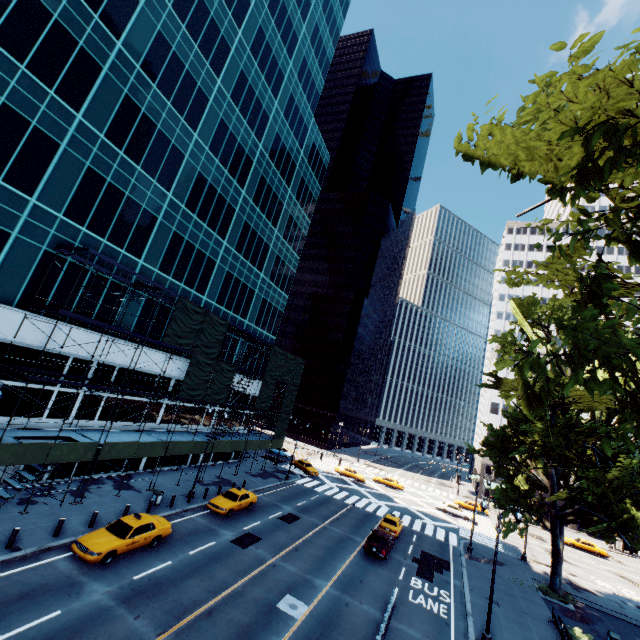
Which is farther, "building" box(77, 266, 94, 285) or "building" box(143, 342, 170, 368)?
"building" box(143, 342, 170, 368)

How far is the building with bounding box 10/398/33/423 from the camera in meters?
20.8 m

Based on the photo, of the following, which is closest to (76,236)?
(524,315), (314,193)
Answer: (314,193)

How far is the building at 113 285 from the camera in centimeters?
2433cm

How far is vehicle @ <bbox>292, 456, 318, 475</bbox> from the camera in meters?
46.6 m

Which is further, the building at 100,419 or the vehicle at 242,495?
the vehicle at 242,495

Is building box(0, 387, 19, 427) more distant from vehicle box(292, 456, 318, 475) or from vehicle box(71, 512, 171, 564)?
vehicle box(292, 456, 318, 475)
